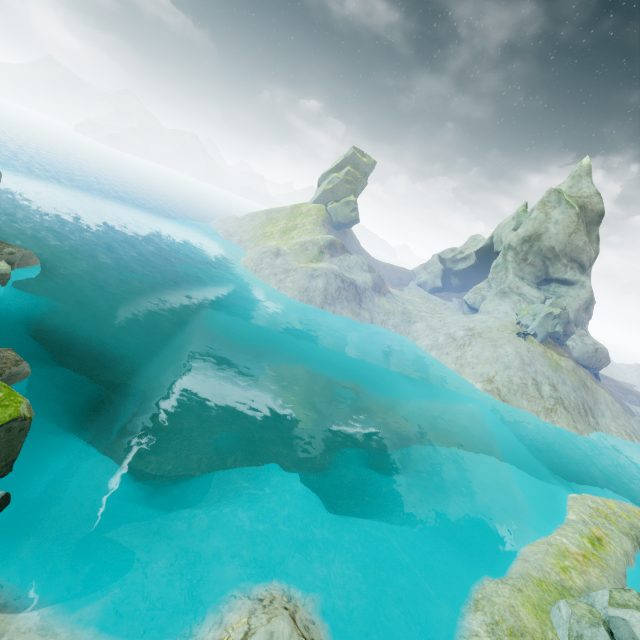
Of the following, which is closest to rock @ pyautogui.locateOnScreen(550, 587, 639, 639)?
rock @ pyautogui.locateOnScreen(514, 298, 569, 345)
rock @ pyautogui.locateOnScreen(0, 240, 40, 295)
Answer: rock @ pyautogui.locateOnScreen(514, 298, 569, 345)

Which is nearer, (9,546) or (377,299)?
(9,546)

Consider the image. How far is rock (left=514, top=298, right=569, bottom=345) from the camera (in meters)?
→ 40.72

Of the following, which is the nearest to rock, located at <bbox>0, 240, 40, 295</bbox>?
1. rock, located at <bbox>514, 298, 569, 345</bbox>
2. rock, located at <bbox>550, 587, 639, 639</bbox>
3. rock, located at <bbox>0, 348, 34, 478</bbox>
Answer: rock, located at <bbox>0, 348, 34, 478</bbox>

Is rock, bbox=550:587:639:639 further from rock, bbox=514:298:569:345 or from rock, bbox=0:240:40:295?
rock, bbox=0:240:40:295

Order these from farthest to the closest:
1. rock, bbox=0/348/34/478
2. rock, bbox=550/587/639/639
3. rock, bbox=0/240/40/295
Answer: rock, bbox=0/240/40/295 → rock, bbox=550/587/639/639 → rock, bbox=0/348/34/478

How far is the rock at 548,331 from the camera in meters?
40.7

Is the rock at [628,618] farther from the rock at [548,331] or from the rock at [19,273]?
the rock at [19,273]
